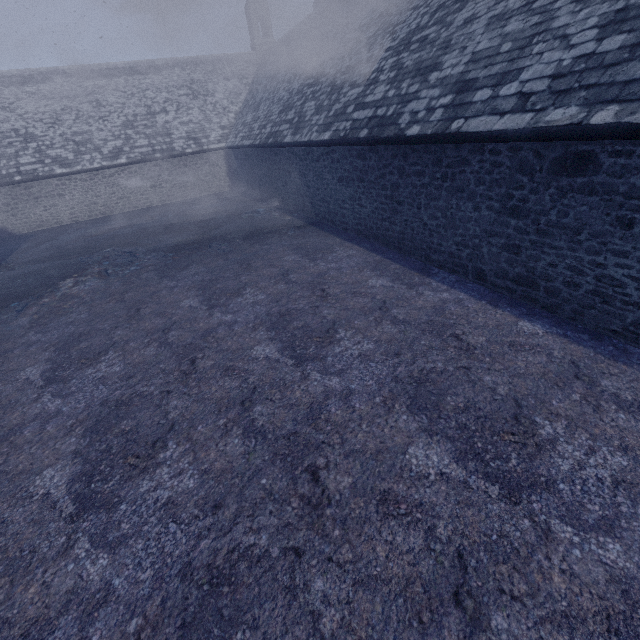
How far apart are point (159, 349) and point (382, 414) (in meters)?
4.61
